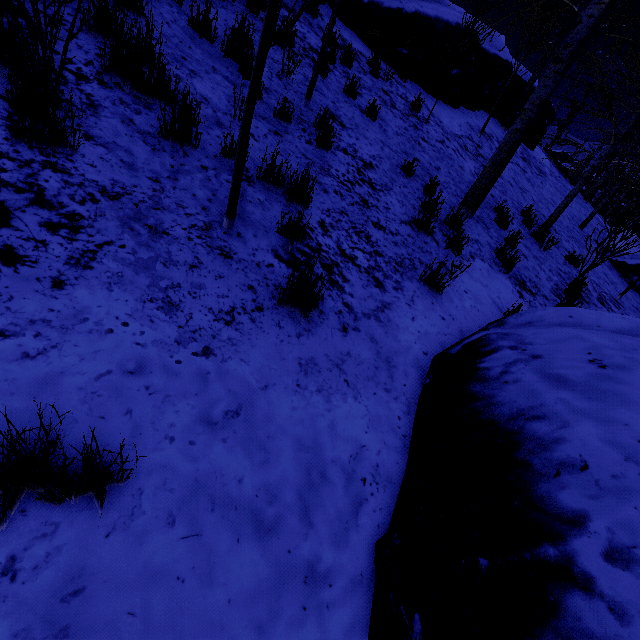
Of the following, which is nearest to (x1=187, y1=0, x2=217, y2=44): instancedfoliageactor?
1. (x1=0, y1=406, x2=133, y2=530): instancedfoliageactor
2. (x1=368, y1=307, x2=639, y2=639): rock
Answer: (x1=368, y1=307, x2=639, y2=639): rock

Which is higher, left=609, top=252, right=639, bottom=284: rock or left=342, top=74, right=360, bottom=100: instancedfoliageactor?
left=342, top=74, right=360, bottom=100: instancedfoliageactor

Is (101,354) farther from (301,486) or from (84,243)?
(301,486)

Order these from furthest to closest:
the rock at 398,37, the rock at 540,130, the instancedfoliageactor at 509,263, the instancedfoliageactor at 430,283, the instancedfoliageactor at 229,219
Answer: the rock at 540,130, the rock at 398,37, the instancedfoliageactor at 509,263, the instancedfoliageactor at 430,283, the instancedfoliageactor at 229,219

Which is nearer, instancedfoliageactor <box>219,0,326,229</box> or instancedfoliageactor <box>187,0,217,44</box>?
instancedfoliageactor <box>219,0,326,229</box>

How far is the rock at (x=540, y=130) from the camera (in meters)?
12.91

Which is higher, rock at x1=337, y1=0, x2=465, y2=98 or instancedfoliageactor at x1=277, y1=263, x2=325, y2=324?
rock at x1=337, y1=0, x2=465, y2=98

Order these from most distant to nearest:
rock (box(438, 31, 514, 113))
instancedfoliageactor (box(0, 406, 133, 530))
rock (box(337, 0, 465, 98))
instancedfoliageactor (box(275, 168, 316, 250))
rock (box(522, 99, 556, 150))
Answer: rock (box(522, 99, 556, 150)) → rock (box(438, 31, 514, 113)) → rock (box(337, 0, 465, 98)) → instancedfoliageactor (box(275, 168, 316, 250)) → instancedfoliageactor (box(0, 406, 133, 530))
